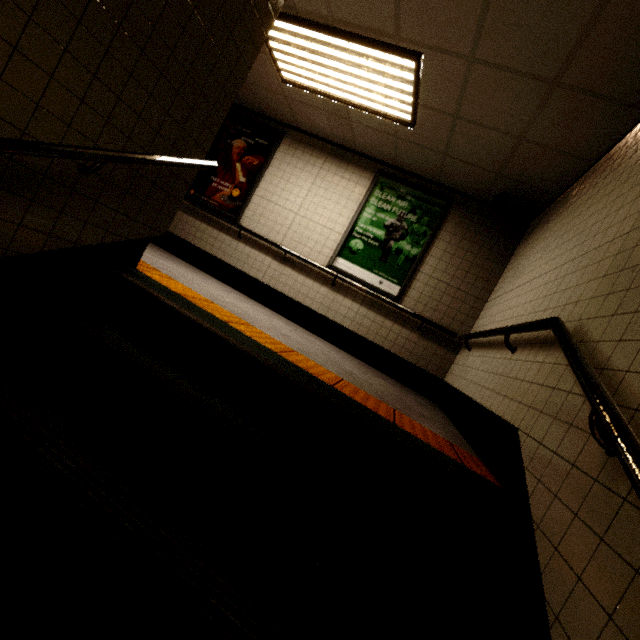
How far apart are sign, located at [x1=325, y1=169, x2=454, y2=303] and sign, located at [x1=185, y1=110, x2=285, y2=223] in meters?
1.8 m

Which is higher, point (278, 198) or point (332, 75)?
point (332, 75)

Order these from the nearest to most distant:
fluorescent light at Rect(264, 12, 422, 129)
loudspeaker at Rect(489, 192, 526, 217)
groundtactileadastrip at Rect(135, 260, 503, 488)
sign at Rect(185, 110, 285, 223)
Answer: groundtactileadastrip at Rect(135, 260, 503, 488), fluorescent light at Rect(264, 12, 422, 129), loudspeaker at Rect(489, 192, 526, 217), sign at Rect(185, 110, 285, 223)

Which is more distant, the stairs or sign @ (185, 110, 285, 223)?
sign @ (185, 110, 285, 223)

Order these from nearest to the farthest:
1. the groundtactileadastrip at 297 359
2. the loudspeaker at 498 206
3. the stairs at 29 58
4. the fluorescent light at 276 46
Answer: the stairs at 29 58, the groundtactileadastrip at 297 359, the fluorescent light at 276 46, the loudspeaker at 498 206

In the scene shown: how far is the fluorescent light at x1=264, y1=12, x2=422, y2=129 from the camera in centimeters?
321cm

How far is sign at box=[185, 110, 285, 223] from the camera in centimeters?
562cm

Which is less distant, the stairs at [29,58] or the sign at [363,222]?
the stairs at [29,58]
